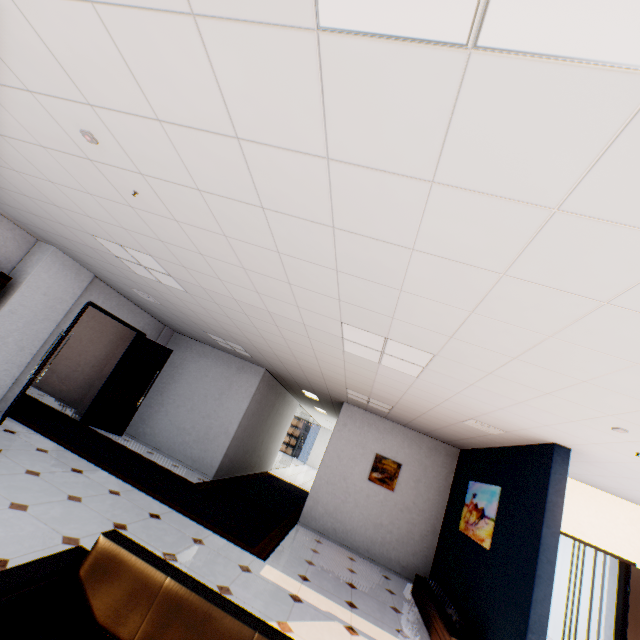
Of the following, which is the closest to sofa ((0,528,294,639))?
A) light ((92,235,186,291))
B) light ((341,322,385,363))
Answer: light ((341,322,385,363))

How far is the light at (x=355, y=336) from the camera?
3.4m

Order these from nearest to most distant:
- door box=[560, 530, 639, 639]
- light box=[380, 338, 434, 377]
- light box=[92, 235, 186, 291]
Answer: light box=[380, 338, 434, 377] < light box=[92, 235, 186, 291] < door box=[560, 530, 639, 639]

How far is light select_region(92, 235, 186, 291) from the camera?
4.1 meters

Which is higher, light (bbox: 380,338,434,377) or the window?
light (bbox: 380,338,434,377)

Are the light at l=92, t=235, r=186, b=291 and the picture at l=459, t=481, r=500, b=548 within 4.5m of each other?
no

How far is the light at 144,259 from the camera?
4.1m

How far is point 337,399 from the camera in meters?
8.6 m
